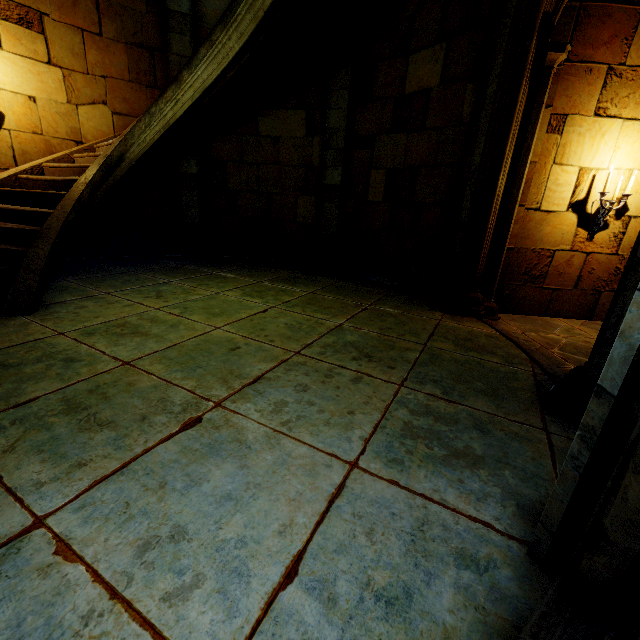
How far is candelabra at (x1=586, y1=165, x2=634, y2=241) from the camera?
4.7 meters

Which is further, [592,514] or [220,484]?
[220,484]

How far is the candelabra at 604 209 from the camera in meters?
4.7 m
